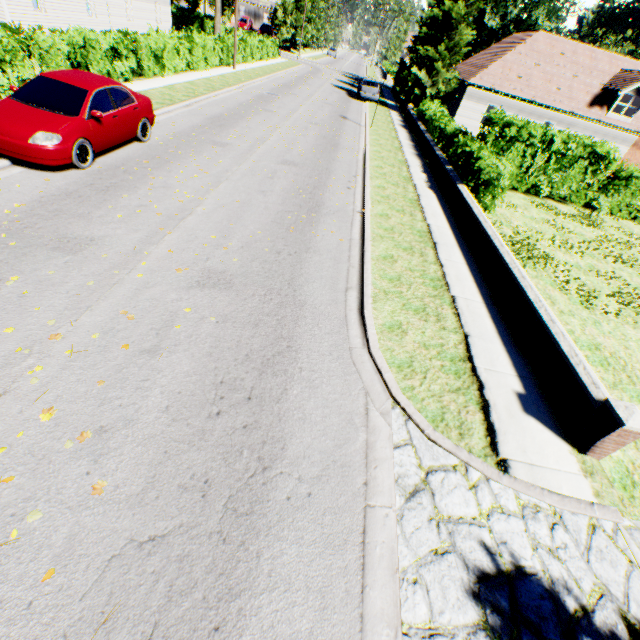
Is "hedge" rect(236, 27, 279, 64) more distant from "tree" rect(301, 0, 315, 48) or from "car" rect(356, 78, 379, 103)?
"car" rect(356, 78, 379, 103)

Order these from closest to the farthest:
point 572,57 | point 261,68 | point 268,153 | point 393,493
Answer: point 393,493 → point 268,153 → point 572,57 → point 261,68

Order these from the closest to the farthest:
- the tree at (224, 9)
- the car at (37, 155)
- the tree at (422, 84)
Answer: the car at (37, 155) → the tree at (422, 84) → the tree at (224, 9)

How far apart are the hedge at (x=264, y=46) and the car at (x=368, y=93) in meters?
10.8 m

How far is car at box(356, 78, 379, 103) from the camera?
28.6 meters

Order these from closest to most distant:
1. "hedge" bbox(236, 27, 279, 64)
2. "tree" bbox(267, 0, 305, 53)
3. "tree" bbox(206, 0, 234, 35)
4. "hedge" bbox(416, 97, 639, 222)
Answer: "hedge" bbox(416, 97, 639, 222) → "hedge" bbox(236, 27, 279, 64) → "tree" bbox(206, 0, 234, 35) → "tree" bbox(267, 0, 305, 53)

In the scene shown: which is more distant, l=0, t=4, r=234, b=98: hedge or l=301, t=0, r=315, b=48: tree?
l=301, t=0, r=315, b=48: tree

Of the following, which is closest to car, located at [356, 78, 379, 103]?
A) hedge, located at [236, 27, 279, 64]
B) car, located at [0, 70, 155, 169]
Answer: hedge, located at [236, 27, 279, 64]
